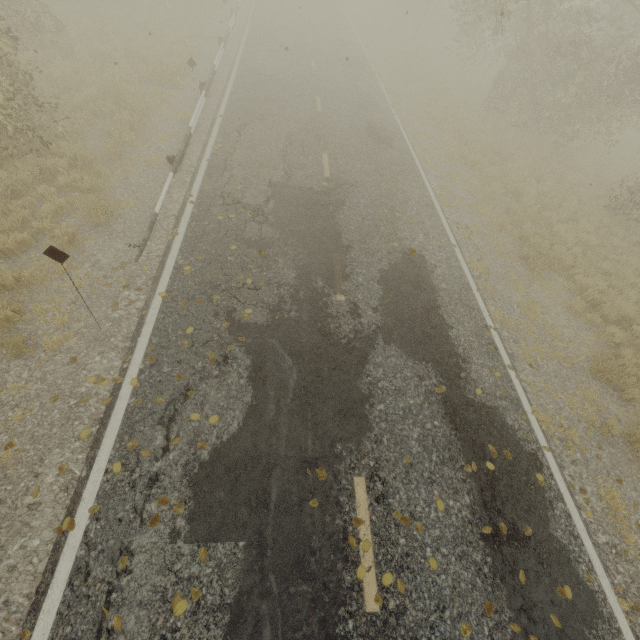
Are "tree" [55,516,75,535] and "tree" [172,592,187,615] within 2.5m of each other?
yes

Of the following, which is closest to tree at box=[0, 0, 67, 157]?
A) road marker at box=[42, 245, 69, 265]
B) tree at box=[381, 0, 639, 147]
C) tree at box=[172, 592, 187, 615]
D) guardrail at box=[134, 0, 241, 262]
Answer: tree at box=[381, 0, 639, 147]

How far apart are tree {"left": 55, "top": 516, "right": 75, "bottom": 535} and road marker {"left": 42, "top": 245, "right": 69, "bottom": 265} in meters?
3.3 m

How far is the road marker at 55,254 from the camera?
4.3m

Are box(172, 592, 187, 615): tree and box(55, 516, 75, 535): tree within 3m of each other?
yes

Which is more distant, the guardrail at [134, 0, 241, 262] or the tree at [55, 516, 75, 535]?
the guardrail at [134, 0, 241, 262]

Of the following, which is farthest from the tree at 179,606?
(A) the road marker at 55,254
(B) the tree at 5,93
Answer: (B) the tree at 5,93

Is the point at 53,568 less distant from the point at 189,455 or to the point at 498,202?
the point at 189,455
